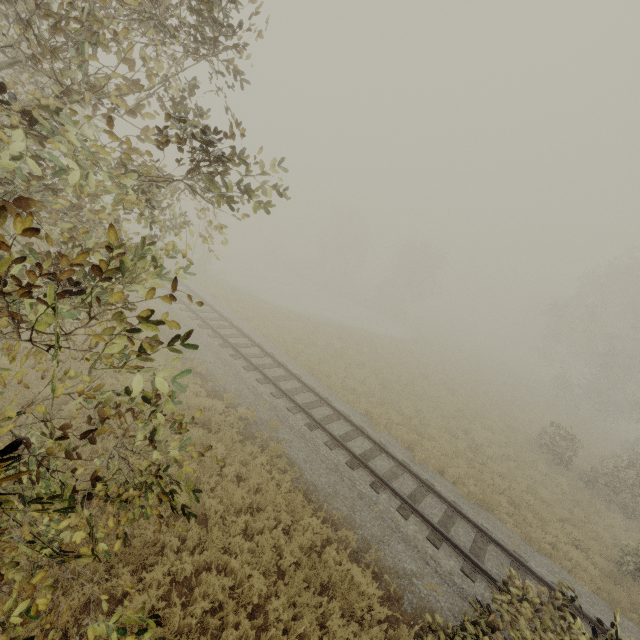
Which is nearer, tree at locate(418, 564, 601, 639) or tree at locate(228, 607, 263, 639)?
tree at locate(418, 564, 601, 639)

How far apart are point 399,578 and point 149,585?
5.5 meters

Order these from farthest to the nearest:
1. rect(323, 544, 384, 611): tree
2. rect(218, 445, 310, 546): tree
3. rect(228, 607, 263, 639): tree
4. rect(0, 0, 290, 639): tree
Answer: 1. rect(218, 445, 310, 546): tree
2. rect(323, 544, 384, 611): tree
3. rect(228, 607, 263, 639): tree
4. rect(0, 0, 290, 639): tree

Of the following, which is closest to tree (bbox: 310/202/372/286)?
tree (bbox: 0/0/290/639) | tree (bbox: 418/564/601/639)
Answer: tree (bbox: 0/0/290/639)

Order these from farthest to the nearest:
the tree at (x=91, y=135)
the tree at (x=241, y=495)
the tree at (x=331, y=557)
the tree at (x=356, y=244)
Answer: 1. the tree at (x=356, y=244)
2. the tree at (x=241, y=495)
3. the tree at (x=331, y=557)
4. the tree at (x=91, y=135)

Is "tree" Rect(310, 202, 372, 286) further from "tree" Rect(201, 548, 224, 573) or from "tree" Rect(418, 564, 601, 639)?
"tree" Rect(418, 564, 601, 639)

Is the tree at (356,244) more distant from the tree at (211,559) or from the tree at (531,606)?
the tree at (531,606)
